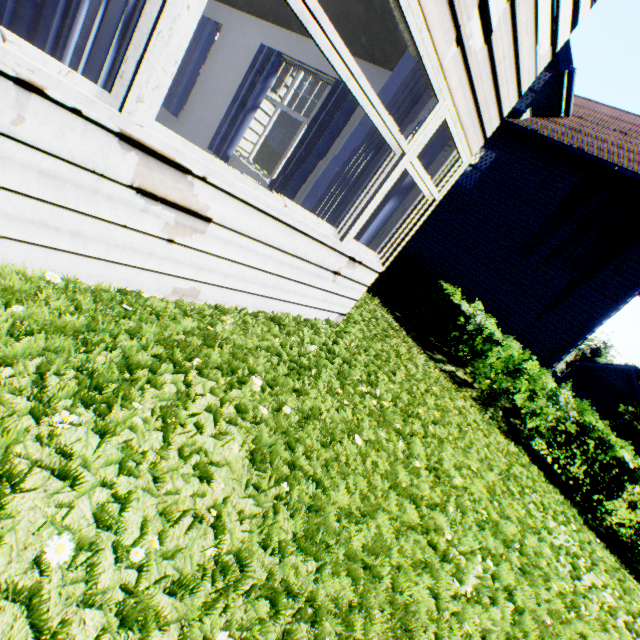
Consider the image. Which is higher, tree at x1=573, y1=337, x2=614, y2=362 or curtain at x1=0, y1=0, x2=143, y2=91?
tree at x1=573, y1=337, x2=614, y2=362

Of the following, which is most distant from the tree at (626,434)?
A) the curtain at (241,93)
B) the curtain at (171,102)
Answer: the curtain at (171,102)

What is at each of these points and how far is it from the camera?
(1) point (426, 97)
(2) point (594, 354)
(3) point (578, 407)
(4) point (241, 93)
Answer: (1) curtain, 3.2m
(2) tree, 50.8m
(3) hedge, 6.7m
(4) curtain, 6.4m

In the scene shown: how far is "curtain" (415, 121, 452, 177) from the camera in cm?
348

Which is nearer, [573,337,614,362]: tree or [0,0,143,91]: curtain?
[0,0,143,91]: curtain

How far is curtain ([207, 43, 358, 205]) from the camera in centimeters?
501cm

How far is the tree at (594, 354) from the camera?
50.16m

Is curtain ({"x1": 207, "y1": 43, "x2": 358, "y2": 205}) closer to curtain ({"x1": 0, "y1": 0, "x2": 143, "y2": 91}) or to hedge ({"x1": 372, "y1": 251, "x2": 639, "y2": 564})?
curtain ({"x1": 0, "y1": 0, "x2": 143, "y2": 91})
